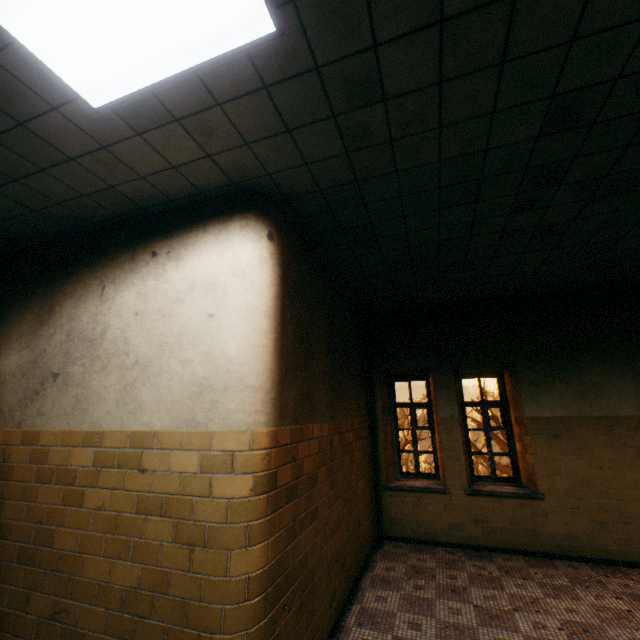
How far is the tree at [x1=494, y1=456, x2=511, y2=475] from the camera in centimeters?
1842cm

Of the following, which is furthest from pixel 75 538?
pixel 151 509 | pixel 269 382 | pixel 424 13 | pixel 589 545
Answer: pixel 589 545

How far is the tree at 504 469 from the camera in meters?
18.4 m

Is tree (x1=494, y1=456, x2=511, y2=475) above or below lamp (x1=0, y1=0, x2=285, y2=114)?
below

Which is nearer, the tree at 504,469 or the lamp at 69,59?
the lamp at 69,59

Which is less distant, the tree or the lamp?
the lamp
